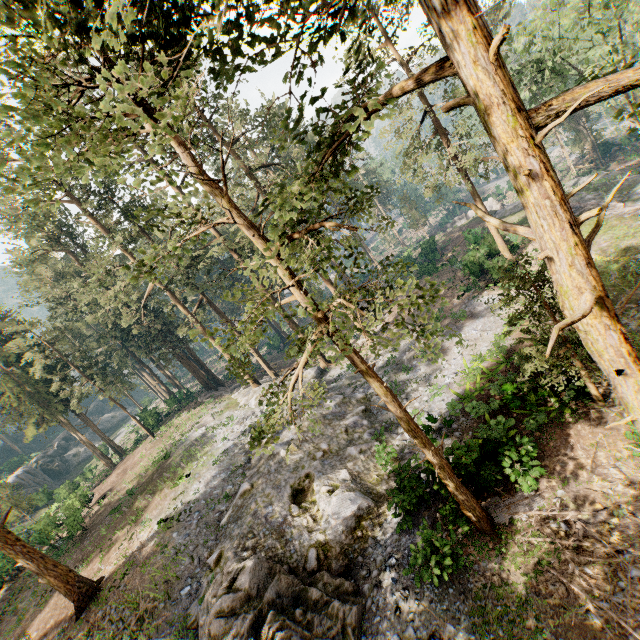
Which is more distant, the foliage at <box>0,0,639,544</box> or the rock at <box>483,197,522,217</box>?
the rock at <box>483,197,522,217</box>

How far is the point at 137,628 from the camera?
12.9 meters

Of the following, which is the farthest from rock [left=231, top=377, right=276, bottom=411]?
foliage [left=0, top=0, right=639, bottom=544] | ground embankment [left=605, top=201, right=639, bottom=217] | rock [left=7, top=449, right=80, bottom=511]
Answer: rock [left=7, top=449, right=80, bottom=511]

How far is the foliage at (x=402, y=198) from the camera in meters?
49.7

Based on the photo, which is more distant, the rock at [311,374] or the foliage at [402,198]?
the foliage at [402,198]

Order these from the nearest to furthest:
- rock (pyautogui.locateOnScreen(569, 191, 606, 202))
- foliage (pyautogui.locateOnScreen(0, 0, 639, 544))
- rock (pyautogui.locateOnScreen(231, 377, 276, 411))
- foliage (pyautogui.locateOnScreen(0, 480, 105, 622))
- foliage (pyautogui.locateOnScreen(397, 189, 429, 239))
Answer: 1. foliage (pyautogui.locateOnScreen(0, 0, 639, 544))
2. foliage (pyautogui.locateOnScreen(0, 480, 105, 622))
3. rock (pyautogui.locateOnScreen(231, 377, 276, 411))
4. rock (pyautogui.locateOnScreen(569, 191, 606, 202))
5. foliage (pyautogui.locateOnScreen(397, 189, 429, 239))

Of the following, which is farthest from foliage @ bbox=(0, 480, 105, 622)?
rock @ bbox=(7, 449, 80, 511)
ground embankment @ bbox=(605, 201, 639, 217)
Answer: rock @ bbox=(7, 449, 80, 511)

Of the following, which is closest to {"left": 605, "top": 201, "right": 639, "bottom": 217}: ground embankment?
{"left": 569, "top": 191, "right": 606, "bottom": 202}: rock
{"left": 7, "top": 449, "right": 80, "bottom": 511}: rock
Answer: {"left": 569, "top": 191, "right": 606, "bottom": 202}: rock
